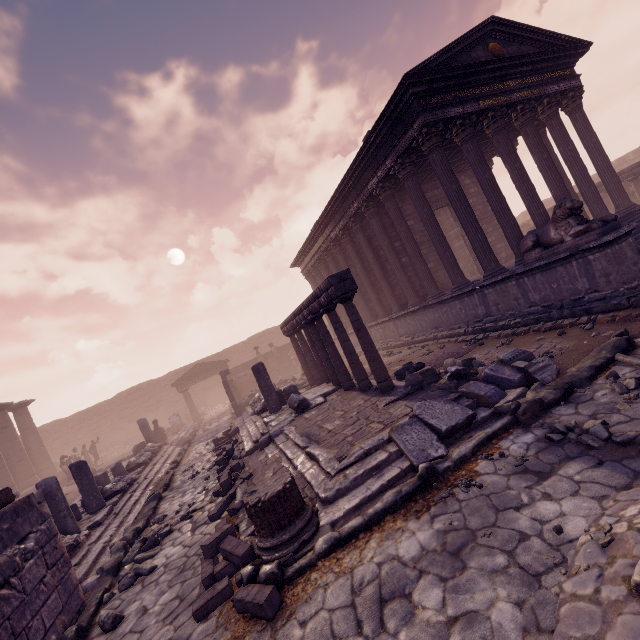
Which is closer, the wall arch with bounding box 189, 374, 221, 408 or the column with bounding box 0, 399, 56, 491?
the column with bounding box 0, 399, 56, 491

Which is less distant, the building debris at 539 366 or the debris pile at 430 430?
the debris pile at 430 430

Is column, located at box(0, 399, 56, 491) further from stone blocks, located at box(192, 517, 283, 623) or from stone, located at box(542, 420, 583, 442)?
stone, located at box(542, 420, 583, 442)

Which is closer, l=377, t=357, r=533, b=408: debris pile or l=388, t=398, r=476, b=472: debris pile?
l=388, t=398, r=476, b=472: debris pile

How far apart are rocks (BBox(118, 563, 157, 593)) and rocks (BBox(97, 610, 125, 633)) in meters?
0.6 m

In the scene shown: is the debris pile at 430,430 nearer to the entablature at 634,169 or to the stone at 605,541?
the stone at 605,541

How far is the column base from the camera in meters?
3.8 m

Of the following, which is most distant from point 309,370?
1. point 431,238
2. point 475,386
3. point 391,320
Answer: point 475,386
